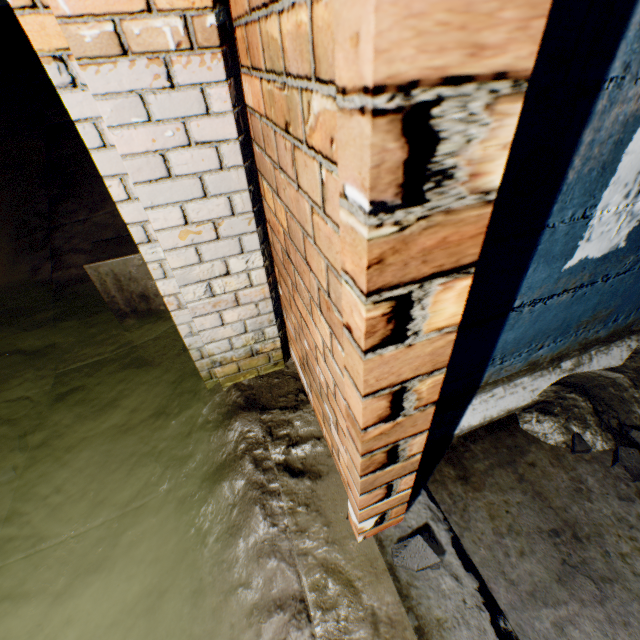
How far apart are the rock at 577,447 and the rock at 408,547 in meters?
0.8

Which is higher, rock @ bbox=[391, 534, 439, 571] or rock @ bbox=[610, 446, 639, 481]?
rock @ bbox=[391, 534, 439, 571]

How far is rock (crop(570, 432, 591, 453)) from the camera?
1.3m

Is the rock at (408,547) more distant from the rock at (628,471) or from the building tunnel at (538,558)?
the rock at (628,471)

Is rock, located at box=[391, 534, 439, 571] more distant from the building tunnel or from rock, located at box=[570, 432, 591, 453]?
rock, located at box=[570, 432, 591, 453]

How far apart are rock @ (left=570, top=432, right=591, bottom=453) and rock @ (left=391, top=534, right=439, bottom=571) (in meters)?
0.81

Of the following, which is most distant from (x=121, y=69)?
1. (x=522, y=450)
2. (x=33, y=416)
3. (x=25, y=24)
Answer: (x=33, y=416)

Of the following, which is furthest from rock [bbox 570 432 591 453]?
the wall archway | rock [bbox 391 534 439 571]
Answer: the wall archway
